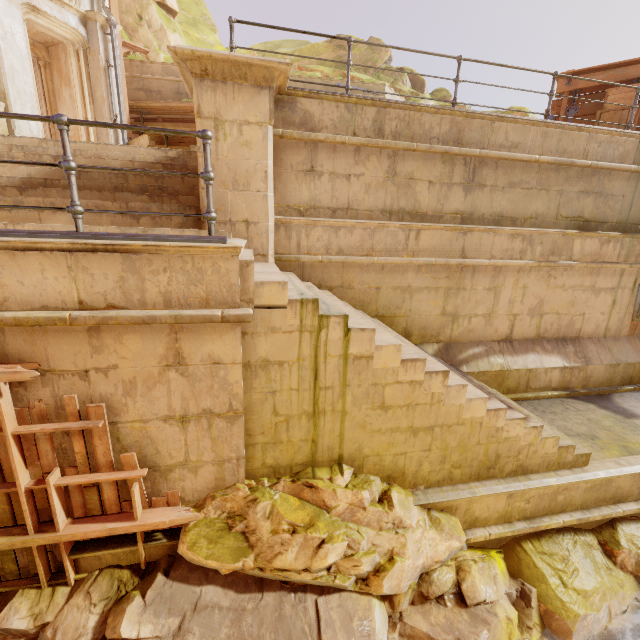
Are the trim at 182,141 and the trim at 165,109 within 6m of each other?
yes

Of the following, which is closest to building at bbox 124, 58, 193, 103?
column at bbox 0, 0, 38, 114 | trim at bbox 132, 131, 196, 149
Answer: trim at bbox 132, 131, 196, 149

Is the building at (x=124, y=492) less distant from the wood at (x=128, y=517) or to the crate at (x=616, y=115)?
the wood at (x=128, y=517)

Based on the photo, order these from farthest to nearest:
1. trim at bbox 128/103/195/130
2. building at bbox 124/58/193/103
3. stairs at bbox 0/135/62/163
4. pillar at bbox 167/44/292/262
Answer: building at bbox 124/58/193/103, trim at bbox 128/103/195/130, stairs at bbox 0/135/62/163, pillar at bbox 167/44/292/262

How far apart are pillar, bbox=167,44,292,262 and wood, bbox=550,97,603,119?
7.13m

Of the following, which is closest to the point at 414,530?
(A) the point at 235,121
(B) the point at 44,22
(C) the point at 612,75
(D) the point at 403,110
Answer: (A) the point at 235,121

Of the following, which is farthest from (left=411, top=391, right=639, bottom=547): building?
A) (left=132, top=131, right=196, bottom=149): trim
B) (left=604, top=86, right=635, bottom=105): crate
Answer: (left=132, top=131, right=196, bottom=149): trim

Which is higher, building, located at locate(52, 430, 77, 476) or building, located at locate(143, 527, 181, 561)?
building, located at locate(52, 430, 77, 476)
